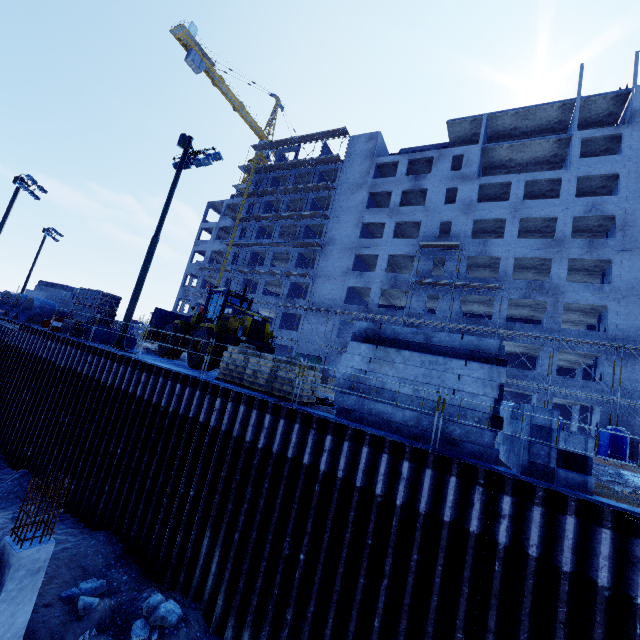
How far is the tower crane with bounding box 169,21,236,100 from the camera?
49.9 meters

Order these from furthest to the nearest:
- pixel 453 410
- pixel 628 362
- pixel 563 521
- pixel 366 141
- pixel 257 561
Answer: pixel 366 141, pixel 628 362, pixel 257 561, pixel 453 410, pixel 563 521

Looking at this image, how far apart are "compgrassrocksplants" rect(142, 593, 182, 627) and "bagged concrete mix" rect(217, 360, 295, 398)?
5.7m

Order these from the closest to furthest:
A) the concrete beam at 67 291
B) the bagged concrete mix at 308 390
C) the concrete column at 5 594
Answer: the concrete column at 5 594 → the bagged concrete mix at 308 390 → the concrete beam at 67 291

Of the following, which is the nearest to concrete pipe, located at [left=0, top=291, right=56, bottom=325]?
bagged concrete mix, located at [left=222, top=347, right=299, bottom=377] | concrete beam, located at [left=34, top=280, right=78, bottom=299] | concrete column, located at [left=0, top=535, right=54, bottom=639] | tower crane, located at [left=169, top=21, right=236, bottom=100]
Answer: concrete beam, located at [left=34, top=280, right=78, bottom=299]

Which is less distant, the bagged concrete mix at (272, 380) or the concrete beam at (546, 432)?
the concrete beam at (546, 432)

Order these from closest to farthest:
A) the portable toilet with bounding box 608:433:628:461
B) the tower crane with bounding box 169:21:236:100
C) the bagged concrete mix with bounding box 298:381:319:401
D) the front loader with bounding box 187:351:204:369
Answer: the bagged concrete mix with bounding box 298:381:319:401, the front loader with bounding box 187:351:204:369, the portable toilet with bounding box 608:433:628:461, the tower crane with bounding box 169:21:236:100

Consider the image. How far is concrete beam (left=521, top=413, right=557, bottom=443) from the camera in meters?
6.7
